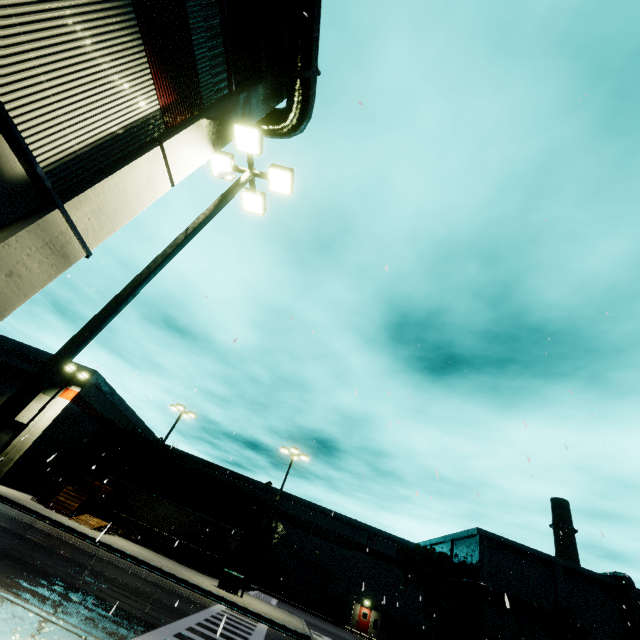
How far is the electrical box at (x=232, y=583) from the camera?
20.9m

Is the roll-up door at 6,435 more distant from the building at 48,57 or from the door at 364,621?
the door at 364,621

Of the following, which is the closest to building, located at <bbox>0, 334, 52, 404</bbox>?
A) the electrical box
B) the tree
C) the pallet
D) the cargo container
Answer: the tree

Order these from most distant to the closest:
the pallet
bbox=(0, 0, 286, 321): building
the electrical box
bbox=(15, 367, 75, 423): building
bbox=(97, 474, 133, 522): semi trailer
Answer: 1. bbox=(97, 474, 133, 522): semi trailer
2. bbox=(15, 367, 75, 423): building
3. the pallet
4. the electrical box
5. bbox=(0, 0, 286, 321): building

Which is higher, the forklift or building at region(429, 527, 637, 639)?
building at region(429, 527, 637, 639)

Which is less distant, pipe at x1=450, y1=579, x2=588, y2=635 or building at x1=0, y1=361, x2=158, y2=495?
building at x1=0, y1=361, x2=158, y2=495

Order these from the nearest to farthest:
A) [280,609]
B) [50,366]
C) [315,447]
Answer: [50,366], [315,447], [280,609]

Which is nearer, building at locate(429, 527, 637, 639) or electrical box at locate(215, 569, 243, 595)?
electrical box at locate(215, 569, 243, 595)
